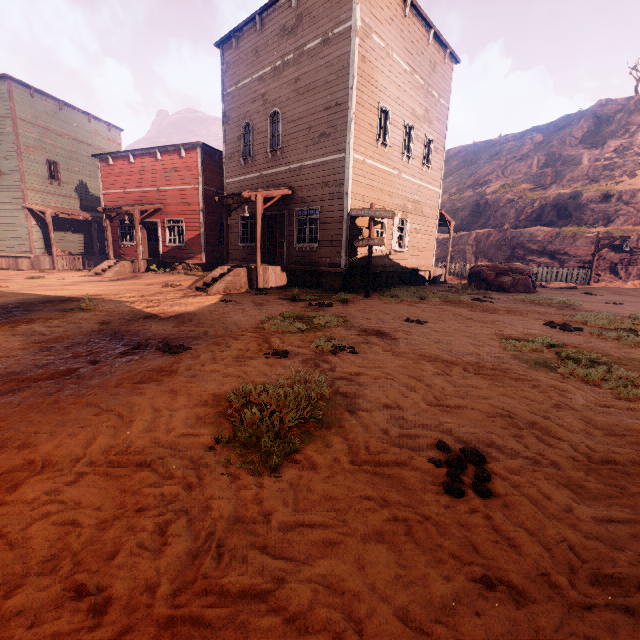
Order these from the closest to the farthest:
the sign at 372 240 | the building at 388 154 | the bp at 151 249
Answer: the sign at 372 240 < the building at 388 154 < the bp at 151 249

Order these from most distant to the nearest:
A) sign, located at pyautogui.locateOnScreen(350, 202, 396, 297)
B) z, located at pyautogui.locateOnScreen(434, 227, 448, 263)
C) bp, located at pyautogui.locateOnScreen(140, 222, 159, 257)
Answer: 1. z, located at pyautogui.locateOnScreen(434, 227, 448, 263)
2. bp, located at pyautogui.locateOnScreen(140, 222, 159, 257)
3. sign, located at pyautogui.locateOnScreen(350, 202, 396, 297)

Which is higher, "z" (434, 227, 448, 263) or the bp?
"z" (434, 227, 448, 263)

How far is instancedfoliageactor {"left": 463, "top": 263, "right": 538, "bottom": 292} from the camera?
15.0 meters

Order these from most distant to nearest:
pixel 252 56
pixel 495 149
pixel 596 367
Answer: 1. pixel 495 149
2. pixel 252 56
3. pixel 596 367

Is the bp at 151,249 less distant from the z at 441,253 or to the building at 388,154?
the building at 388,154

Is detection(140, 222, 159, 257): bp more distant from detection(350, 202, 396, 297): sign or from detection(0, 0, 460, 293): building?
detection(350, 202, 396, 297): sign

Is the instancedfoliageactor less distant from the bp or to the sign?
the sign
